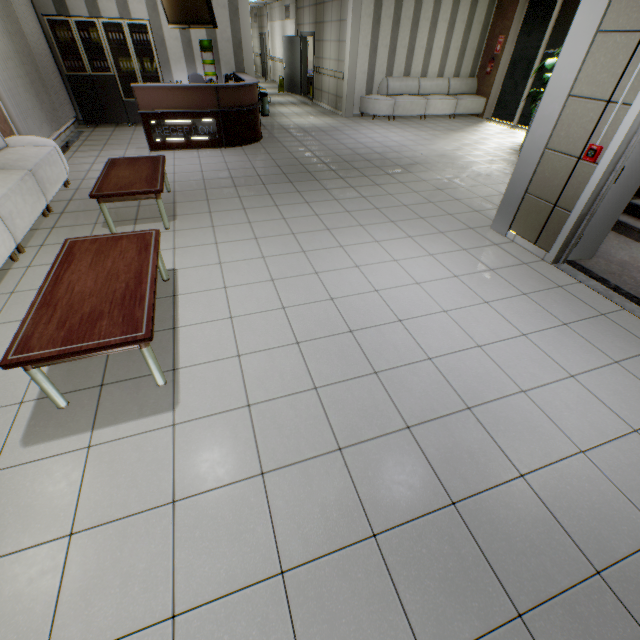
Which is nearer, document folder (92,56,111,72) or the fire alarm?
the fire alarm

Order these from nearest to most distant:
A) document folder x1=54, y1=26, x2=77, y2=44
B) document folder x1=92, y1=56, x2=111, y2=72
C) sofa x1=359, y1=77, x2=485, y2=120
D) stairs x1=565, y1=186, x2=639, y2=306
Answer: stairs x1=565, y1=186, x2=639, y2=306
document folder x1=54, y1=26, x2=77, y2=44
document folder x1=92, y1=56, x2=111, y2=72
sofa x1=359, y1=77, x2=485, y2=120

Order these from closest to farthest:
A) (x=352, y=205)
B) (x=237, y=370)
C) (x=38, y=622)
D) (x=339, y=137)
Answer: (x=38, y=622) → (x=237, y=370) → (x=352, y=205) → (x=339, y=137)

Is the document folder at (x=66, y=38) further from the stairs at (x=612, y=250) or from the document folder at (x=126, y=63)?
the stairs at (x=612, y=250)

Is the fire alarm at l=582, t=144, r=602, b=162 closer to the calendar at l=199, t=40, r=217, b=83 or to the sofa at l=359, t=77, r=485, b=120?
the sofa at l=359, t=77, r=485, b=120

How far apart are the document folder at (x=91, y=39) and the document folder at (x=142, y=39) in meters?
0.3 m

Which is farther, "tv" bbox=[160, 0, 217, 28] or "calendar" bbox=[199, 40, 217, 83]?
"calendar" bbox=[199, 40, 217, 83]

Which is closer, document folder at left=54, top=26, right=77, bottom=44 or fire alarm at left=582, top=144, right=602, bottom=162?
fire alarm at left=582, top=144, right=602, bottom=162
